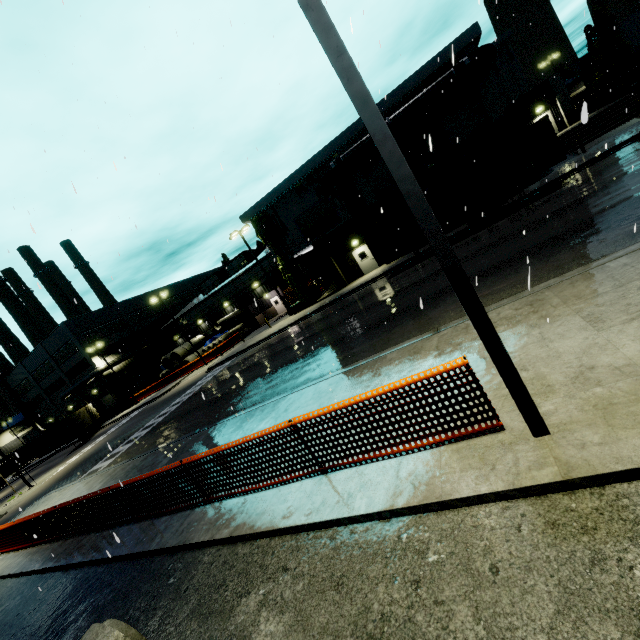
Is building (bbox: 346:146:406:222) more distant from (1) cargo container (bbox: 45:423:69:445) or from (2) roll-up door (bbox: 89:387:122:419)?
(1) cargo container (bbox: 45:423:69:445)

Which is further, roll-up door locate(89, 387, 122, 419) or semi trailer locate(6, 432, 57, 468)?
roll-up door locate(89, 387, 122, 419)

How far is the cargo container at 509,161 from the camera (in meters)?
16.36

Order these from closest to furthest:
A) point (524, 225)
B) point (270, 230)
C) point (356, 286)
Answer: point (524, 225)
point (356, 286)
point (270, 230)

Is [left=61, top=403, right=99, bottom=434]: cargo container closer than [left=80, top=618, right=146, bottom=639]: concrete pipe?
No

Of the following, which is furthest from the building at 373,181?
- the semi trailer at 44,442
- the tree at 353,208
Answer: the semi trailer at 44,442

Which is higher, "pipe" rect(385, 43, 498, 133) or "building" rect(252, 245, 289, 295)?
"pipe" rect(385, 43, 498, 133)

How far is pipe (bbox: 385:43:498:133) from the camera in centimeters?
2033cm
